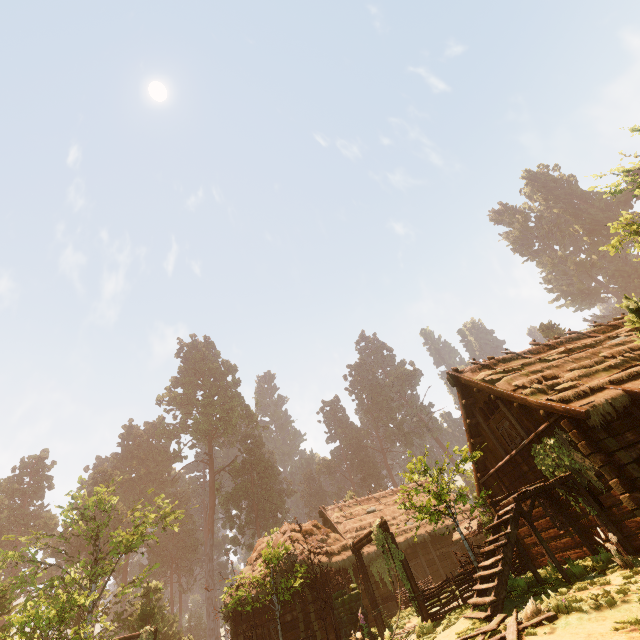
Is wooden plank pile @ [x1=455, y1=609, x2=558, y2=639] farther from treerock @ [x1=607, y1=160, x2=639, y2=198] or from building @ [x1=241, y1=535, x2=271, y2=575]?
treerock @ [x1=607, y1=160, x2=639, y2=198]

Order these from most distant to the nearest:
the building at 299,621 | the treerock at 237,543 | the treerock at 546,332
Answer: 1. the treerock at 546,332
2. the treerock at 237,543
3. the building at 299,621

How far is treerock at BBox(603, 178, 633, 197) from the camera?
19.9m

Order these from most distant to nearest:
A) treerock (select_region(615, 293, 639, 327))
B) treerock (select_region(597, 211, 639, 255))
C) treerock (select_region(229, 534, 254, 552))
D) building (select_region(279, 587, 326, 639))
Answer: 1. treerock (select_region(229, 534, 254, 552))
2. treerock (select_region(597, 211, 639, 255))
3. building (select_region(279, 587, 326, 639))
4. treerock (select_region(615, 293, 639, 327))

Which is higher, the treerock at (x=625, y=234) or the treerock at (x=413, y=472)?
the treerock at (x=625, y=234)

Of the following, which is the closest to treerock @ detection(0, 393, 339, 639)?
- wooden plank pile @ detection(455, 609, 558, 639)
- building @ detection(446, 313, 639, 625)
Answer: building @ detection(446, 313, 639, 625)

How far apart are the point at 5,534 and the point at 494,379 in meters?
62.9 m
